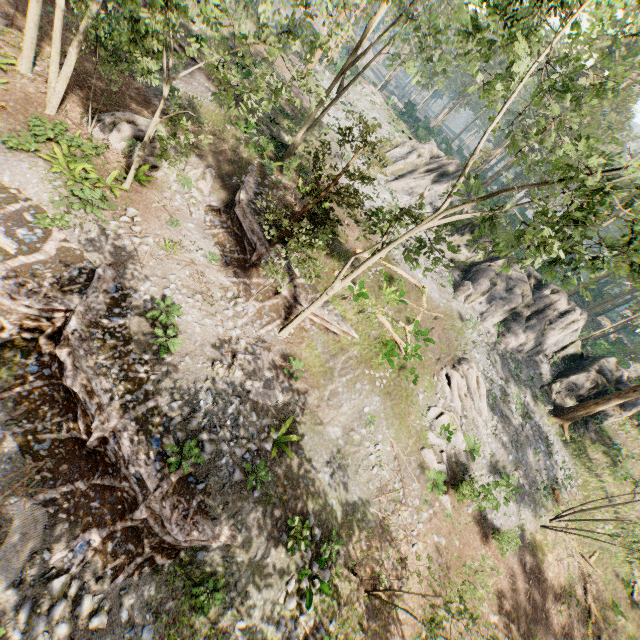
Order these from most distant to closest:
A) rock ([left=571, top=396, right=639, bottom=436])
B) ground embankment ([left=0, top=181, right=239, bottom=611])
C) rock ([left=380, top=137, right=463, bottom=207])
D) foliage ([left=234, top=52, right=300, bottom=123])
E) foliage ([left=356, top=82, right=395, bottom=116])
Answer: foliage ([left=356, top=82, right=395, bottom=116]), rock ([left=380, top=137, right=463, bottom=207]), rock ([left=571, top=396, right=639, bottom=436]), foliage ([left=234, top=52, right=300, bottom=123]), ground embankment ([left=0, top=181, right=239, bottom=611])

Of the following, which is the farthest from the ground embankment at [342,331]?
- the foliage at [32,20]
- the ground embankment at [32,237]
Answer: the ground embankment at [32,237]

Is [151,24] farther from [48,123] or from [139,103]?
[139,103]

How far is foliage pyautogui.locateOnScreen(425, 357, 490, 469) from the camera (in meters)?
19.30

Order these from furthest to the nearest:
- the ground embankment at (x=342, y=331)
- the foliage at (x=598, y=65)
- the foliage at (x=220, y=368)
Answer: the ground embankment at (x=342, y=331) → the foliage at (x=220, y=368) → the foliage at (x=598, y=65)

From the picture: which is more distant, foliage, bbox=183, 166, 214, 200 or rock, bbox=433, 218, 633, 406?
rock, bbox=433, 218, 633, 406

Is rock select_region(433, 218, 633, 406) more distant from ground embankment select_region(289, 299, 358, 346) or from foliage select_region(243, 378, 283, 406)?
ground embankment select_region(289, 299, 358, 346)
